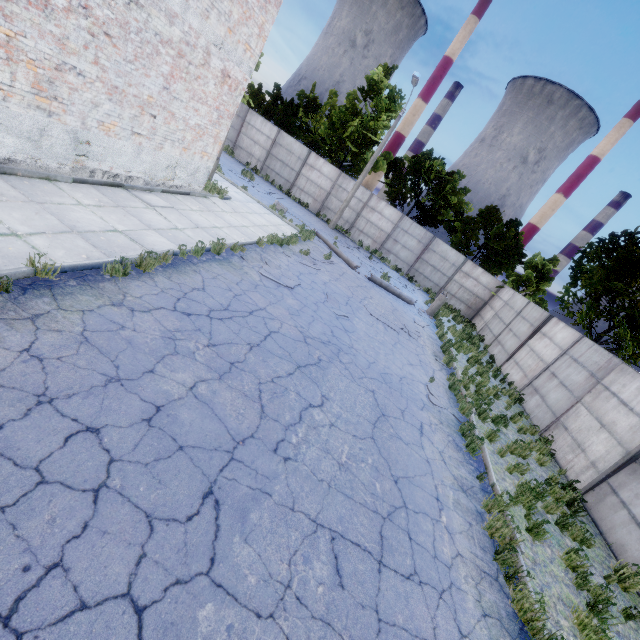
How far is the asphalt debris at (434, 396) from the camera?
9.0 meters

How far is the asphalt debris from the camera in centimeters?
904cm

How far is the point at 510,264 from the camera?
25.6 meters
